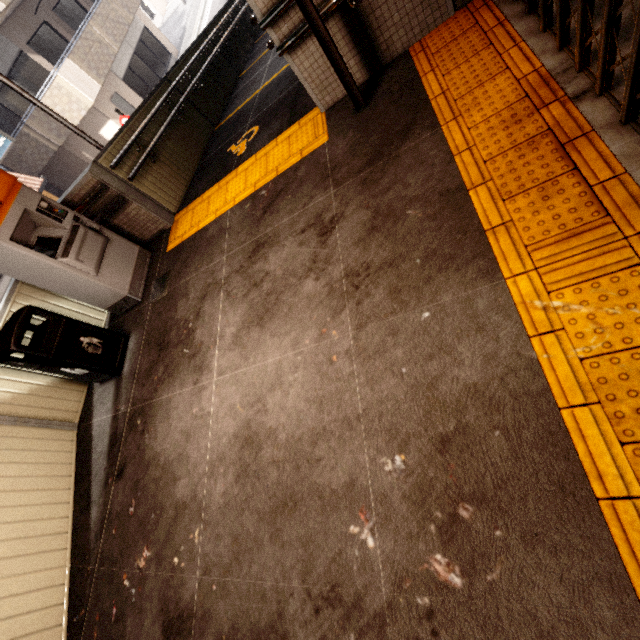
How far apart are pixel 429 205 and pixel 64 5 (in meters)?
21.50

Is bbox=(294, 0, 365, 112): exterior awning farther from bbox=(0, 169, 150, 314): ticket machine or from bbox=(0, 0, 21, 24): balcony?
bbox=(0, 0, 21, 24): balcony

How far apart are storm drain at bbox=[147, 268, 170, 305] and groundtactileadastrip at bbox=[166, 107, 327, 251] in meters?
0.4 m

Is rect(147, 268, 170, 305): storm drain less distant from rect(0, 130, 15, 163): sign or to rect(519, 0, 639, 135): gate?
rect(519, 0, 639, 135): gate

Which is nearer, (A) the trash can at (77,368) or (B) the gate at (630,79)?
(B) the gate at (630,79)

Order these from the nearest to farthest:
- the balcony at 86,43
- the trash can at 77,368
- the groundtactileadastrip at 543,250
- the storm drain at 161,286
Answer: the groundtactileadastrip at 543,250
the trash can at 77,368
the storm drain at 161,286
the balcony at 86,43

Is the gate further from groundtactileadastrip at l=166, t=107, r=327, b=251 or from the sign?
the sign

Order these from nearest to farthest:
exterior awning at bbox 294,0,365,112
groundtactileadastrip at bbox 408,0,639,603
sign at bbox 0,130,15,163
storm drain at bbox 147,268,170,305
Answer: groundtactileadastrip at bbox 408,0,639,603 → exterior awning at bbox 294,0,365,112 → storm drain at bbox 147,268,170,305 → sign at bbox 0,130,15,163
